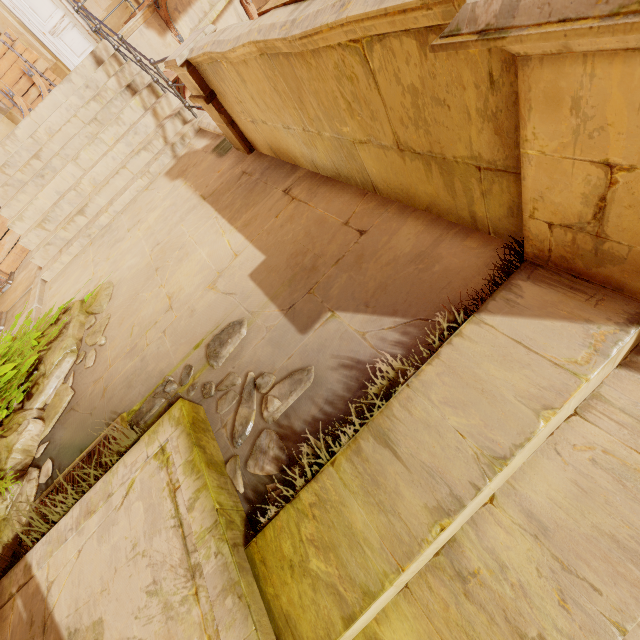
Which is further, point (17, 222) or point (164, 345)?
point (17, 222)

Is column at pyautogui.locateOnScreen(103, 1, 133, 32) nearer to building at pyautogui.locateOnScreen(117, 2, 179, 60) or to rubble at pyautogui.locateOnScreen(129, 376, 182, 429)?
building at pyautogui.locateOnScreen(117, 2, 179, 60)

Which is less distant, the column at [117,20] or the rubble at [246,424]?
the rubble at [246,424]

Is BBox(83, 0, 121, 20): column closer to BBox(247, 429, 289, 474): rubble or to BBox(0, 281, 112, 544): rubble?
BBox(0, 281, 112, 544): rubble

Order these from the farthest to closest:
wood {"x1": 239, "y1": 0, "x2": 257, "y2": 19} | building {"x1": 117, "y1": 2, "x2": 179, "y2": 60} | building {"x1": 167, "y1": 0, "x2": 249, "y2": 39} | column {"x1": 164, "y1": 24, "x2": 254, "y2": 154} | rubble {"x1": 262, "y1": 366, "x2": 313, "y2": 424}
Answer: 1. wood {"x1": 239, "y1": 0, "x2": 257, "y2": 19}
2. building {"x1": 167, "y1": 0, "x2": 249, "y2": 39}
3. building {"x1": 117, "y1": 2, "x2": 179, "y2": 60}
4. column {"x1": 164, "y1": 24, "x2": 254, "y2": 154}
5. rubble {"x1": 262, "y1": 366, "x2": 313, "y2": 424}

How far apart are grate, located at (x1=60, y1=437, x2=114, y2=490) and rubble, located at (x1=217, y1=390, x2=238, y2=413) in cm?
74

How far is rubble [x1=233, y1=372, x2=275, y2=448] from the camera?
1.9m

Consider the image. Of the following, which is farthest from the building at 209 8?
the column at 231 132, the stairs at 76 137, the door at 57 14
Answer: the column at 231 132
